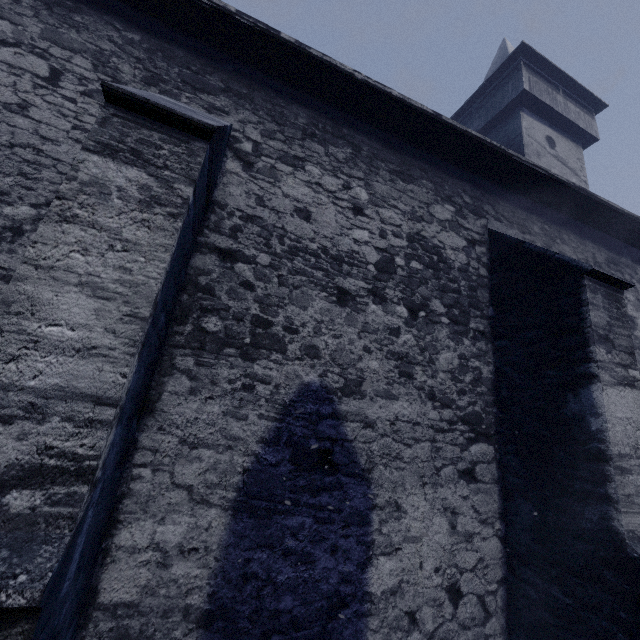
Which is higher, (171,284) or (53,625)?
(171,284)
